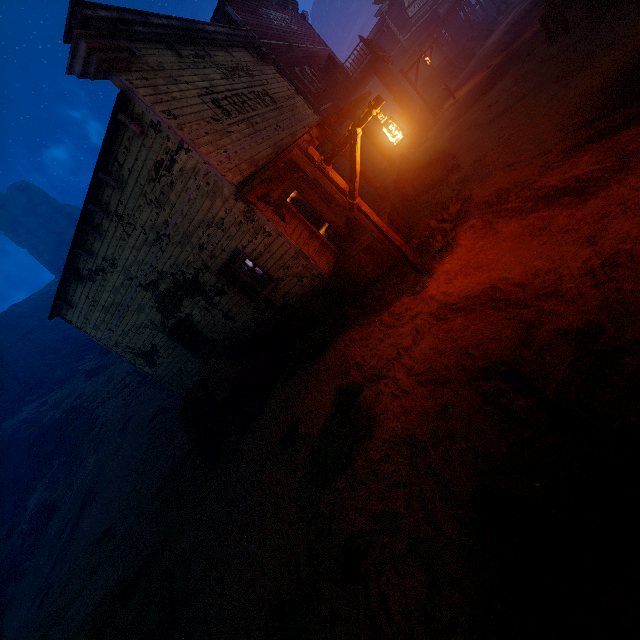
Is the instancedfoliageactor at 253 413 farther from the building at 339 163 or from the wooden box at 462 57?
the wooden box at 462 57

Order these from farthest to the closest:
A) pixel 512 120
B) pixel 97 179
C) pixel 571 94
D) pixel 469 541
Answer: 1. pixel 512 120
2. pixel 97 179
3. pixel 571 94
4. pixel 469 541

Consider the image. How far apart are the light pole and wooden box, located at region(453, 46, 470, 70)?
26.6 meters

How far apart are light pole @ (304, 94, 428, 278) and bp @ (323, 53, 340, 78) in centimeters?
1853cm

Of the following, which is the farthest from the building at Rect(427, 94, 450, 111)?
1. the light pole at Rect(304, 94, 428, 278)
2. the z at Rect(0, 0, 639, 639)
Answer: the light pole at Rect(304, 94, 428, 278)

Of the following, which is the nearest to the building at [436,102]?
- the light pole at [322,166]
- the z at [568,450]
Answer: the z at [568,450]

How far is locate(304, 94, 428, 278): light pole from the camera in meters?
4.9 m

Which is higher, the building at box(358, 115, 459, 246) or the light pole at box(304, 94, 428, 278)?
the light pole at box(304, 94, 428, 278)
